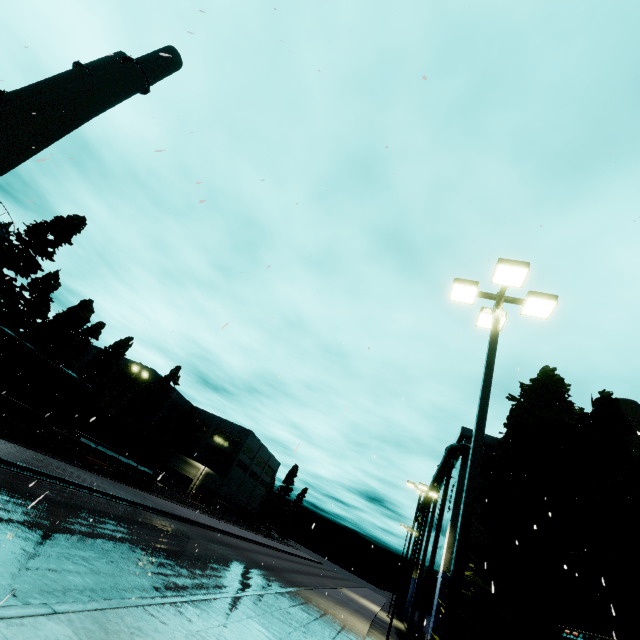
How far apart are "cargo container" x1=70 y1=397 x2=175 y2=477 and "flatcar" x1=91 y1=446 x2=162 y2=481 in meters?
0.0

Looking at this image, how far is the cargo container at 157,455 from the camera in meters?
25.8 m

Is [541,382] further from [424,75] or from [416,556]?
[416,556]

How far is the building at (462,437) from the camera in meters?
27.4

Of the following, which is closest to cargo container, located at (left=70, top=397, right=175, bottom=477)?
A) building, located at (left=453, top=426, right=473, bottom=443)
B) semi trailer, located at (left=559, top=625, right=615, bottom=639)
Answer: building, located at (left=453, top=426, right=473, bottom=443)

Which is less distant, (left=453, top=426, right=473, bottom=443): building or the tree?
the tree

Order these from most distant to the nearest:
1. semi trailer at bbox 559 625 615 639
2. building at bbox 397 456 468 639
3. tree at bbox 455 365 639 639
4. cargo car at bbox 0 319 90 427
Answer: building at bbox 397 456 468 639 → cargo car at bbox 0 319 90 427 → tree at bbox 455 365 639 639 → semi trailer at bbox 559 625 615 639

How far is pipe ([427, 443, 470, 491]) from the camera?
26.5 meters
